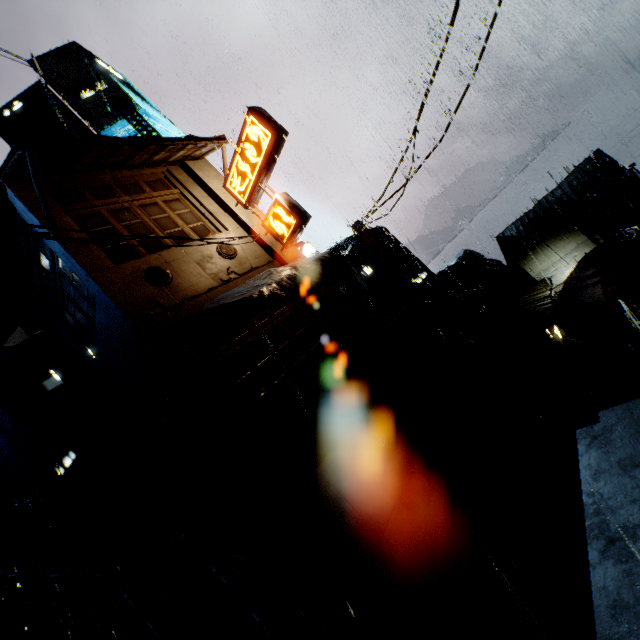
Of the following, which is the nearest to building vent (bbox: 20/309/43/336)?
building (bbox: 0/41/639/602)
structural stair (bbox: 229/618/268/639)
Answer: building (bbox: 0/41/639/602)

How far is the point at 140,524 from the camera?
14.9 meters

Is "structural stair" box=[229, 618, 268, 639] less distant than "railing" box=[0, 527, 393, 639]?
No

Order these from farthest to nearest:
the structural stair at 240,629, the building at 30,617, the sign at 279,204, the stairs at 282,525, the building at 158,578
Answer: the sign at 279,204
the building at 30,617
the stairs at 282,525
the building at 158,578
the structural stair at 240,629

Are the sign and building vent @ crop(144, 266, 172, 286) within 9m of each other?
yes

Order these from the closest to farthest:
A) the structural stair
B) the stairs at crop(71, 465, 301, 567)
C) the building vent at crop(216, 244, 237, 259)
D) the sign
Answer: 1. the structural stair
2. the stairs at crop(71, 465, 301, 567)
3. the sign
4. the building vent at crop(216, 244, 237, 259)

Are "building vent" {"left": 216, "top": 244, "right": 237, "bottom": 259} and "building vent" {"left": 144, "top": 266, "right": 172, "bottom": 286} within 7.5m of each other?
yes

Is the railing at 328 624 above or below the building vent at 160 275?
below
